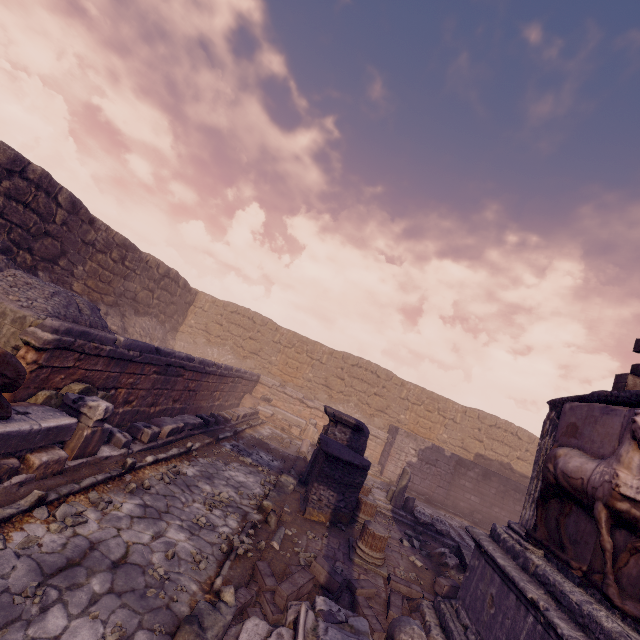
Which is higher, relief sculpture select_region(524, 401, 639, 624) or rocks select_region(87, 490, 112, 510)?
relief sculpture select_region(524, 401, 639, 624)

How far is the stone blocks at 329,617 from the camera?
3.84m

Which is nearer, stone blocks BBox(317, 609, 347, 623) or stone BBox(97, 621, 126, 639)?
stone BBox(97, 621, 126, 639)

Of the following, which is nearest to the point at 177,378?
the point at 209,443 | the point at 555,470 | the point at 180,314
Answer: the point at 209,443

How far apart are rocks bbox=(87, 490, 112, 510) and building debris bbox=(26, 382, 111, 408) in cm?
171

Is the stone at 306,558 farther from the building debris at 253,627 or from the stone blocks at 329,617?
the building debris at 253,627

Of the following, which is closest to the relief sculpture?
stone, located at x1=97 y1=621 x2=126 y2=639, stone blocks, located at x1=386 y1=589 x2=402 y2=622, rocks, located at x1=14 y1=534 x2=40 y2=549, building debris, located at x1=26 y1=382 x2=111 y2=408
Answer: stone blocks, located at x1=386 y1=589 x2=402 y2=622

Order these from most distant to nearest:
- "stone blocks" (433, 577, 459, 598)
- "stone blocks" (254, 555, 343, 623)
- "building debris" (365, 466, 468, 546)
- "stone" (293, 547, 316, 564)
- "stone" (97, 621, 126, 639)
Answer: "building debris" (365, 466, 468, 546) → "stone blocks" (433, 577, 459, 598) → "stone" (293, 547, 316, 564) → "stone blocks" (254, 555, 343, 623) → "stone" (97, 621, 126, 639)
